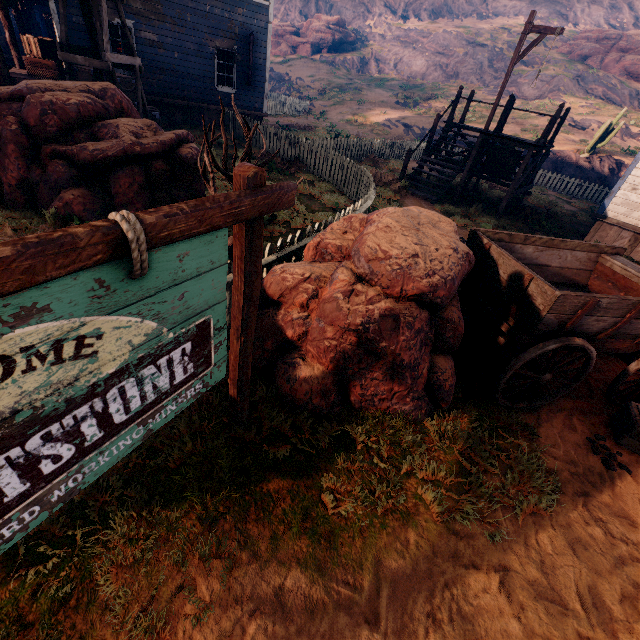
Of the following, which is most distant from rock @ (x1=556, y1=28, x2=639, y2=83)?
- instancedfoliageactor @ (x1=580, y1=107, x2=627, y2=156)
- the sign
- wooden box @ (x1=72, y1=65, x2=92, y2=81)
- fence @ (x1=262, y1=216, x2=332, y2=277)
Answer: the sign

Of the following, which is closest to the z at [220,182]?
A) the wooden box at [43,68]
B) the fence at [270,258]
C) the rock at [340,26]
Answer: the fence at [270,258]

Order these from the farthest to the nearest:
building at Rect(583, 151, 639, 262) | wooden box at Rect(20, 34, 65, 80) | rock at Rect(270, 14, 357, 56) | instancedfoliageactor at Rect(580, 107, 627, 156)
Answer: rock at Rect(270, 14, 357, 56) < instancedfoliageactor at Rect(580, 107, 627, 156) < wooden box at Rect(20, 34, 65, 80) < building at Rect(583, 151, 639, 262)

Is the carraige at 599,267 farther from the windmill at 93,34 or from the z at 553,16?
the windmill at 93,34

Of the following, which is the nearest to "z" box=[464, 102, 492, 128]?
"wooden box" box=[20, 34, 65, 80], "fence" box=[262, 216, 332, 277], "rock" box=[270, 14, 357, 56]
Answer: → "fence" box=[262, 216, 332, 277]

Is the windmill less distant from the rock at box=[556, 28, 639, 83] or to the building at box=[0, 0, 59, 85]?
the building at box=[0, 0, 59, 85]

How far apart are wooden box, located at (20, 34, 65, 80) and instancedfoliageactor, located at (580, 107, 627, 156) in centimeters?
2785cm

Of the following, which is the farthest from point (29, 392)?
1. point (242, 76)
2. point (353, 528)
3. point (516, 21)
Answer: point (516, 21)
